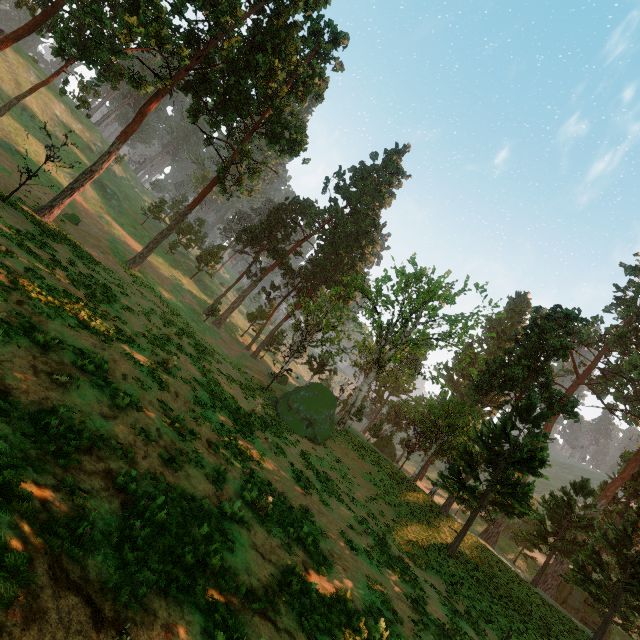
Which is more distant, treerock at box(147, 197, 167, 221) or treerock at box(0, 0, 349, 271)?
treerock at box(147, 197, 167, 221)

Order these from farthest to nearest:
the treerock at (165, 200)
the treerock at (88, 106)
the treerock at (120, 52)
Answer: the treerock at (165, 200)
the treerock at (88, 106)
the treerock at (120, 52)

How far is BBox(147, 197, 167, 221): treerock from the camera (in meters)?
56.50

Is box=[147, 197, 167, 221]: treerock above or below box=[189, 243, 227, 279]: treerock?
above

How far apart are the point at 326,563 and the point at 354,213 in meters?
47.1 m

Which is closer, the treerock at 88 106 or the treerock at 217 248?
the treerock at 88 106

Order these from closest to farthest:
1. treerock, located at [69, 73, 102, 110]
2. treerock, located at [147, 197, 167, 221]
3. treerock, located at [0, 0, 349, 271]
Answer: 1. treerock, located at [0, 0, 349, 271]
2. treerock, located at [69, 73, 102, 110]
3. treerock, located at [147, 197, 167, 221]
